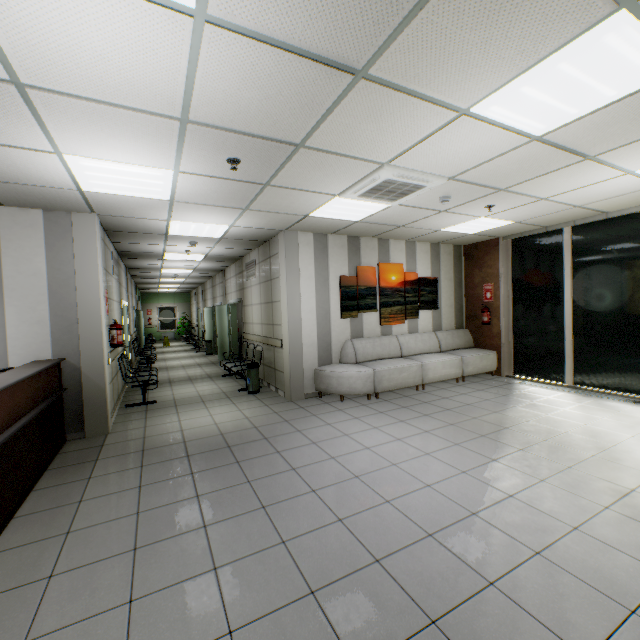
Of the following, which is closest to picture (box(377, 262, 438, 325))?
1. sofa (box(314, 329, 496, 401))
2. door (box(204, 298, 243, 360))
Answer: sofa (box(314, 329, 496, 401))

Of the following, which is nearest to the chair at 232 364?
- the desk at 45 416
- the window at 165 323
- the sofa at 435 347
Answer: the sofa at 435 347

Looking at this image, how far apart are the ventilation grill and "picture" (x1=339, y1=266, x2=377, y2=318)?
2.3m

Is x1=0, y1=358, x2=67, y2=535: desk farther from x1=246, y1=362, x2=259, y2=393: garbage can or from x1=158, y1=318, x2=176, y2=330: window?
x1=158, y1=318, x2=176, y2=330: window

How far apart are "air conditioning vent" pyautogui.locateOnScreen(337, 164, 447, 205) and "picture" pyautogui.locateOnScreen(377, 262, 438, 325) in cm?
210

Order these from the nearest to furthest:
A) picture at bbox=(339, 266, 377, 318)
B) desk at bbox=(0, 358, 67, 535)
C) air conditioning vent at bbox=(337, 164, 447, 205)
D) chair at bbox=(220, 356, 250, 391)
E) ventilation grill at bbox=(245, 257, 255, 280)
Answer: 1. desk at bbox=(0, 358, 67, 535)
2. air conditioning vent at bbox=(337, 164, 447, 205)
3. picture at bbox=(339, 266, 377, 318)
4. chair at bbox=(220, 356, 250, 391)
5. ventilation grill at bbox=(245, 257, 255, 280)

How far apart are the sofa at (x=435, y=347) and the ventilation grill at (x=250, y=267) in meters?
2.8

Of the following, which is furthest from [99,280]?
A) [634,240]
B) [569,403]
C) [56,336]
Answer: [634,240]
